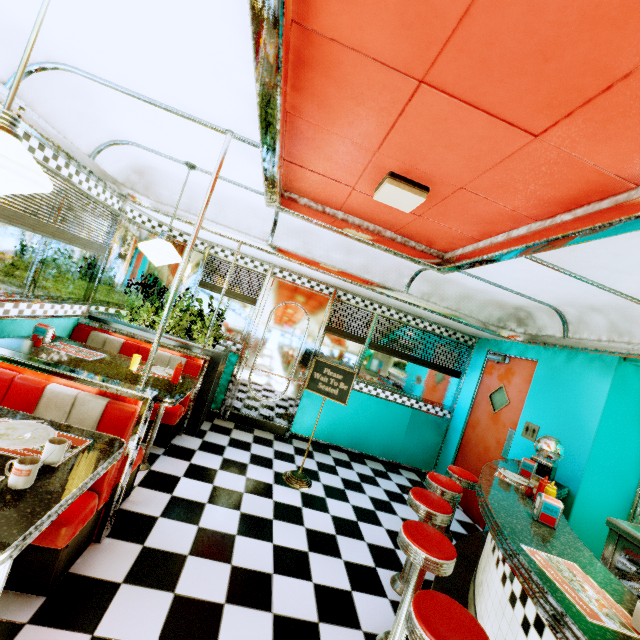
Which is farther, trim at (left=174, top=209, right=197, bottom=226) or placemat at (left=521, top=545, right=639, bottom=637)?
trim at (left=174, top=209, right=197, bottom=226)

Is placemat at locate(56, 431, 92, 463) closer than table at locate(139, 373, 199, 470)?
Yes

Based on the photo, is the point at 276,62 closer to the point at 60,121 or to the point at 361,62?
the point at 361,62

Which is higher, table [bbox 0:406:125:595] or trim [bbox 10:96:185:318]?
A: trim [bbox 10:96:185:318]

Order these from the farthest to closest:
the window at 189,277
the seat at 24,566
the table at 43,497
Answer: the window at 189,277
the seat at 24,566
the table at 43,497

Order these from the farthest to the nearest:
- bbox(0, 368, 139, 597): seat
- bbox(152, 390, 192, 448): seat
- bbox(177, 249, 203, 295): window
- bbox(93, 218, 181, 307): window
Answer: bbox(177, 249, 203, 295): window < bbox(93, 218, 181, 307): window < bbox(152, 390, 192, 448): seat < bbox(0, 368, 139, 597): seat

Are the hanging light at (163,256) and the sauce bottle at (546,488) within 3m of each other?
no

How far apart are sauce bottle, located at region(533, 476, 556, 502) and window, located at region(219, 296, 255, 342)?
4.24m
